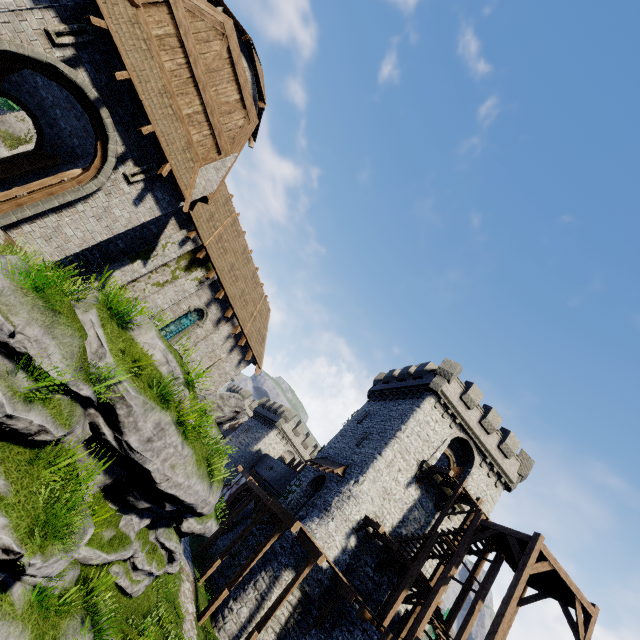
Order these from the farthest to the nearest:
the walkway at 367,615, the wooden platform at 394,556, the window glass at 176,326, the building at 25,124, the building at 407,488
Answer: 1. the building at 25,124
2. the building at 407,488
3. the wooden platform at 394,556
4. the window glass at 176,326
5. the walkway at 367,615

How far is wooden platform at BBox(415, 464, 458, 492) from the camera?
21.7 meters

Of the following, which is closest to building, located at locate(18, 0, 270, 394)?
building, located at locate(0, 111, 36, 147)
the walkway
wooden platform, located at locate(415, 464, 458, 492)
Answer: the walkway

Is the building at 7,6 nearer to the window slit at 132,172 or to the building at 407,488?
the window slit at 132,172

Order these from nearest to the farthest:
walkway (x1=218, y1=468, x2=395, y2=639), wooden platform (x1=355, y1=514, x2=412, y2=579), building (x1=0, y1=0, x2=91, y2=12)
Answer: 1. building (x1=0, y1=0, x2=91, y2=12)
2. walkway (x1=218, y1=468, x2=395, y2=639)
3. wooden platform (x1=355, y1=514, x2=412, y2=579)

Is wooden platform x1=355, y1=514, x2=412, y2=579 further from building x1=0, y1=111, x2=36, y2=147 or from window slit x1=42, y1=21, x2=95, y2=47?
building x1=0, y1=111, x2=36, y2=147

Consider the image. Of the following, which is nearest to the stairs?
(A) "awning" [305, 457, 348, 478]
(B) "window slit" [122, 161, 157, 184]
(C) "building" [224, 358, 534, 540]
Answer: (C) "building" [224, 358, 534, 540]

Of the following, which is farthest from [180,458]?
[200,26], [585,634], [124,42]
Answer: [585,634]
